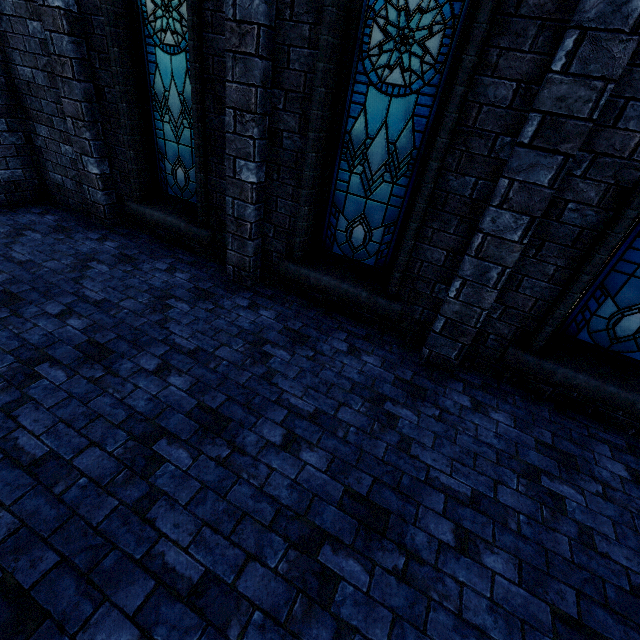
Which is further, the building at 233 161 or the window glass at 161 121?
the window glass at 161 121

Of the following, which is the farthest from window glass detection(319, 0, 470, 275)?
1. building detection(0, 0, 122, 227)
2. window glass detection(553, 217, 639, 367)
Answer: window glass detection(553, 217, 639, 367)

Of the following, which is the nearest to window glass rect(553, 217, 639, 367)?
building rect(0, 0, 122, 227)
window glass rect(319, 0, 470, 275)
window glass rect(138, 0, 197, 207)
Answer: building rect(0, 0, 122, 227)

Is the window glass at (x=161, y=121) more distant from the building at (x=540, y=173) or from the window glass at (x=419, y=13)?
the window glass at (x=419, y=13)

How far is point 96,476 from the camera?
2.3 meters

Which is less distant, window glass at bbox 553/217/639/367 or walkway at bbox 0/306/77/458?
walkway at bbox 0/306/77/458

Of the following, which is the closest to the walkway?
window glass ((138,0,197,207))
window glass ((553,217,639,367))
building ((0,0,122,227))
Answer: building ((0,0,122,227))

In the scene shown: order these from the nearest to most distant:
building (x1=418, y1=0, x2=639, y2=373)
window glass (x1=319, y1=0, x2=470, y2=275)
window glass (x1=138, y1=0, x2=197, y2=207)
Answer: building (x1=418, y1=0, x2=639, y2=373), window glass (x1=319, y1=0, x2=470, y2=275), window glass (x1=138, y1=0, x2=197, y2=207)
